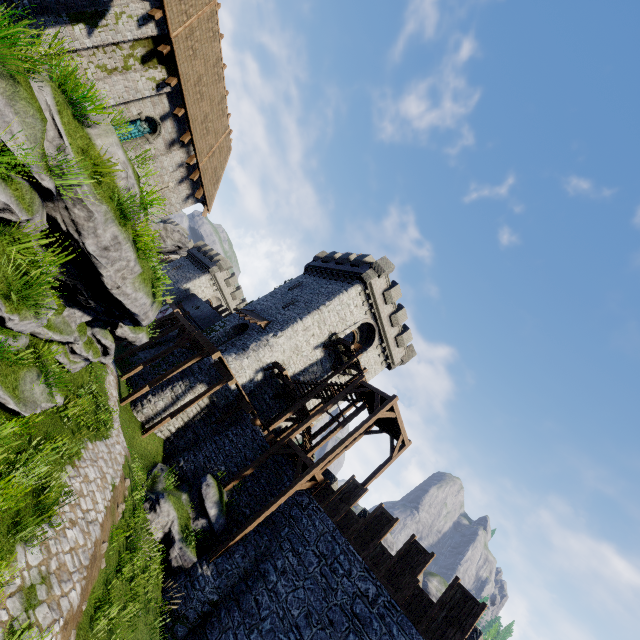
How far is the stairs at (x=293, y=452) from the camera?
16.41m

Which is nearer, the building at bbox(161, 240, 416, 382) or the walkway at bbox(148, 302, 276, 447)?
the walkway at bbox(148, 302, 276, 447)

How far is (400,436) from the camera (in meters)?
19.66

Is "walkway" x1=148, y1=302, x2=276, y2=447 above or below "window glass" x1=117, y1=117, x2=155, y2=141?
below

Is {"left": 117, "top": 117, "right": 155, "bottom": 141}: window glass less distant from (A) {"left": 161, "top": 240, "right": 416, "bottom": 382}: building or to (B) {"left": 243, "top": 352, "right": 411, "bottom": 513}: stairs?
(A) {"left": 161, "top": 240, "right": 416, "bottom": 382}: building

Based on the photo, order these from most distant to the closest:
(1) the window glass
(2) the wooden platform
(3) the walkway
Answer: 1. (2) the wooden platform
2. (3) the walkway
3. (1) the window glass

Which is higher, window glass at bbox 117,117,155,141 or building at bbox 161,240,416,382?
building at bbox 161,240,416,382

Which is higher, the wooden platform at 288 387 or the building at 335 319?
the building at 335 319
